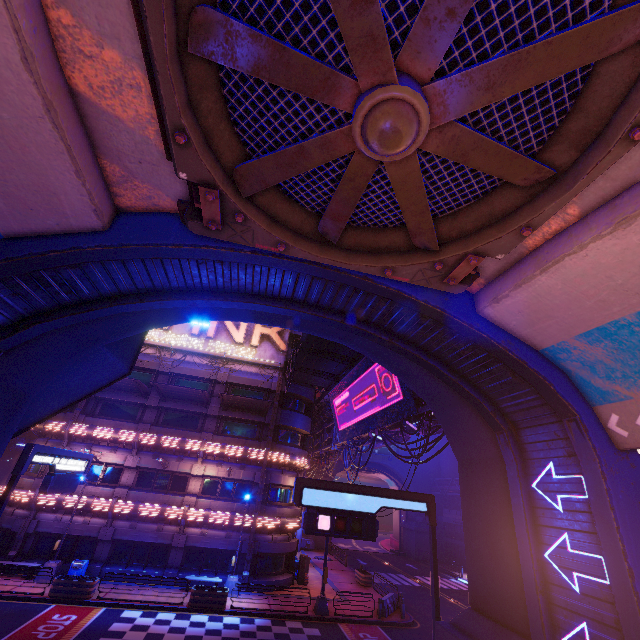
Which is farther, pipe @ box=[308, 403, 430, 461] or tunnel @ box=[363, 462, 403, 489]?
tunnel @ box=[363, 462, 403, 489]

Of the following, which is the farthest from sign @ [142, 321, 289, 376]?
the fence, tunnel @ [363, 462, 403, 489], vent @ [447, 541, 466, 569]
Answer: vent @ [447, 541, 466, 569]

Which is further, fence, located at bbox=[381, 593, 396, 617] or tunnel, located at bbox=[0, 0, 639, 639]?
fence, located at bbox=[381, 593, 396, 617]

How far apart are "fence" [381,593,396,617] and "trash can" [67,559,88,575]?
19.22m

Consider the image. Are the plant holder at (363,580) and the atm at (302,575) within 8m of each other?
yes

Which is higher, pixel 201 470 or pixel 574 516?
pixel 201 470

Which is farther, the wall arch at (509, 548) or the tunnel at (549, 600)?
the wall arch at (509, 548)

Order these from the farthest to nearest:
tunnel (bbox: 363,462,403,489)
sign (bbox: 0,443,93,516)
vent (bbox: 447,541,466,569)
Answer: tunnel (bbox: 363,462,403,489) → vent (bbox: 447,541,466,569) → sign (bbox: 0,443,93,516)
